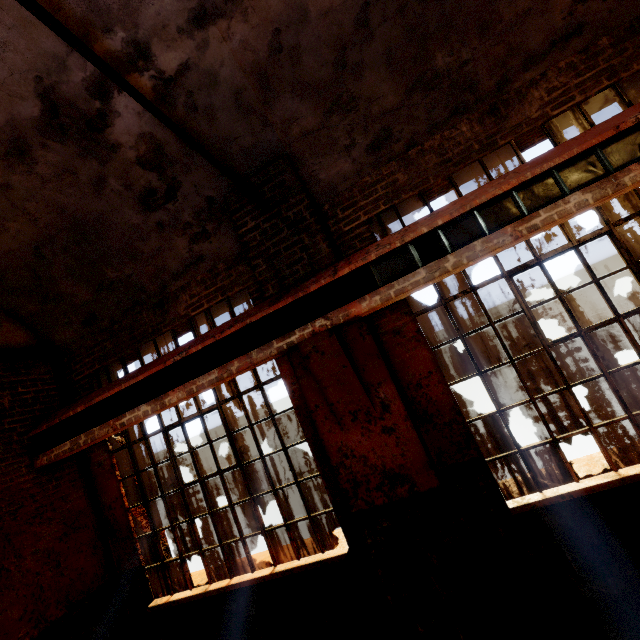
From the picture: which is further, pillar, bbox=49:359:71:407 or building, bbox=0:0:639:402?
pillar, bbox=49:359:71:407

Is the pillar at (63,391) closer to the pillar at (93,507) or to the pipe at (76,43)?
the pillar at (93,507)

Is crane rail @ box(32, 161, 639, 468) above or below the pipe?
below

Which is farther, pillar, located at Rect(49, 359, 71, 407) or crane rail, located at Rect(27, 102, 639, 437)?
pillar, located at Rect(49, 359, 71, 407)

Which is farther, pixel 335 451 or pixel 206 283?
pixel 206 283

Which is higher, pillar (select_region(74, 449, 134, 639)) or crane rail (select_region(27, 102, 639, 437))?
crane rail (select_region(27, 102, 639, 437))

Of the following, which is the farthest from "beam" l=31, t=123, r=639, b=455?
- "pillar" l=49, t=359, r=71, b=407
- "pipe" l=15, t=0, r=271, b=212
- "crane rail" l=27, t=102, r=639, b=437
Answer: "pipe" l=15, t=0, r=271, b=212

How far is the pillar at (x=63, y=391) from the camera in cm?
517
